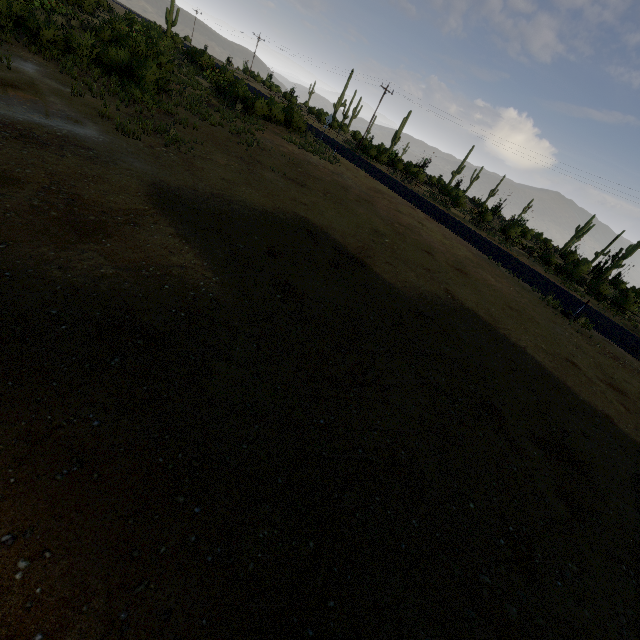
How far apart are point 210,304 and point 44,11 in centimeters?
2885cm
